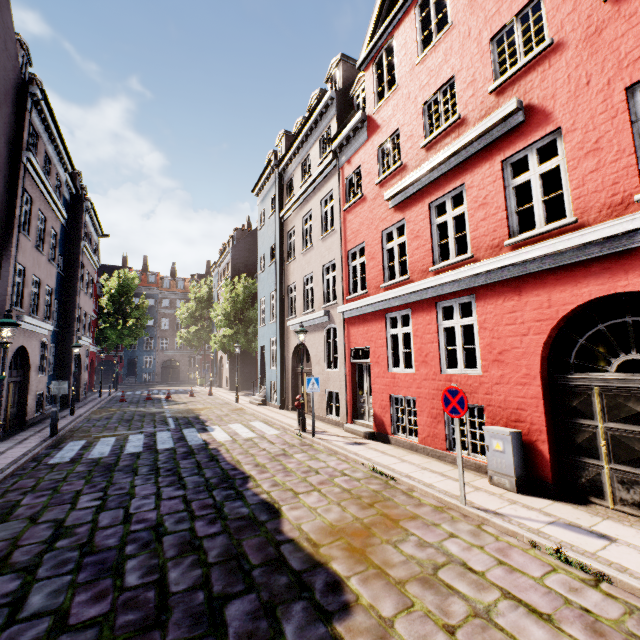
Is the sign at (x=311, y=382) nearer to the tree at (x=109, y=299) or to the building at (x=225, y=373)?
the building at (x=225, y=373)

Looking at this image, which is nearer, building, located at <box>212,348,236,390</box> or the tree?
building, located at <box>212,348,236,390</box>

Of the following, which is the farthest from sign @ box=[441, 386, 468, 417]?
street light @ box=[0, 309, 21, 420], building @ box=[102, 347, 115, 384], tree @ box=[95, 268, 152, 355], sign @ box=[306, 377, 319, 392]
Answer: tree @ box=[95, 268, 152, 355]

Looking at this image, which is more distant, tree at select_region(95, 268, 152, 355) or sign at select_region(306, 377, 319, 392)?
tree at select_region(95, 268, 152, 355)

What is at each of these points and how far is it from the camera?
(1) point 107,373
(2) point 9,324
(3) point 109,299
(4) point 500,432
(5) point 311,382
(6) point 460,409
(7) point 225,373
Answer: (1) building, 43.88m
(2) street light, 7.88m
(3) tree, 36.28m
(4) electrical box, 5.99m
(5) sign, 10.49m
(6) sign, 5.39m
(7) building, 30.81m

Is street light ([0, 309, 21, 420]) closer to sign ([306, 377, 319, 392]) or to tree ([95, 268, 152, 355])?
sign ([306, 377, 319, 392])

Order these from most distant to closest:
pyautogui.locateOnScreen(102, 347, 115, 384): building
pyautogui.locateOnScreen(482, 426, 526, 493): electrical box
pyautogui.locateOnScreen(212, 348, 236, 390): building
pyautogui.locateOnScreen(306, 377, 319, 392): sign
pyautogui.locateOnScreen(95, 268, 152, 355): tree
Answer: pyautogui.locateOnScreen(102, 347, 115, 384): building < pyautogui.locateOnScreen(95, 268, 152, 355): tree < pyautogui.locateOnScreen(212, 348, 236, 390): building < pyautogui.locateOnScreen(306, 377, 319, 392): sign < pyautogui.locateOnScreen(482, 426, 526, 493): electrical box

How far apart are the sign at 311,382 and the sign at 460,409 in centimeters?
536cm
